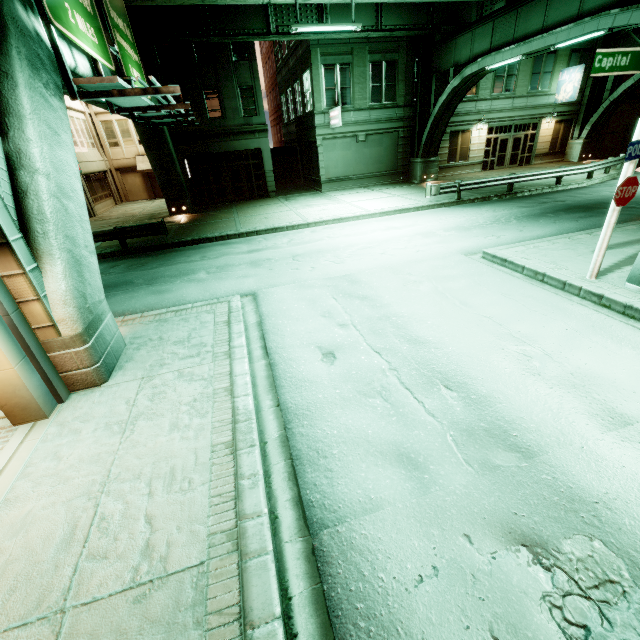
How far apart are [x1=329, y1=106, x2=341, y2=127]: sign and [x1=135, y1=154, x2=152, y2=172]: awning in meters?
16.3 m

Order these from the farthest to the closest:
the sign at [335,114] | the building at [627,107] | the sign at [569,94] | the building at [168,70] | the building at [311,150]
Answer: the building at [627,107] < the sign at [569,94] < the building at [311,150] < the sign at [335,114] < the building at [168,70]

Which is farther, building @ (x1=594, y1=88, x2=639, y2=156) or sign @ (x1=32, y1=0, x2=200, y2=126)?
building @ (x1=594, y1=88, x2=639, y2=156)

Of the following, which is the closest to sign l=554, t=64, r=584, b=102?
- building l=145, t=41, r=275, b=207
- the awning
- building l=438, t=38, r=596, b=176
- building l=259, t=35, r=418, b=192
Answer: building l=438, t=38, r=596, b=176

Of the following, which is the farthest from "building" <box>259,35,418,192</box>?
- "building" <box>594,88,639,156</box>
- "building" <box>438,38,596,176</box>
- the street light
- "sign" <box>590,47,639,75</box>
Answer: the street light

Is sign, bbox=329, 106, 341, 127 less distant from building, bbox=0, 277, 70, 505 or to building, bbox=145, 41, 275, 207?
building, bbox=145, 41, 275, 207

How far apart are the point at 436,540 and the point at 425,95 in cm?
2876

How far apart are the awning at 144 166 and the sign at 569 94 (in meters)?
34.18
